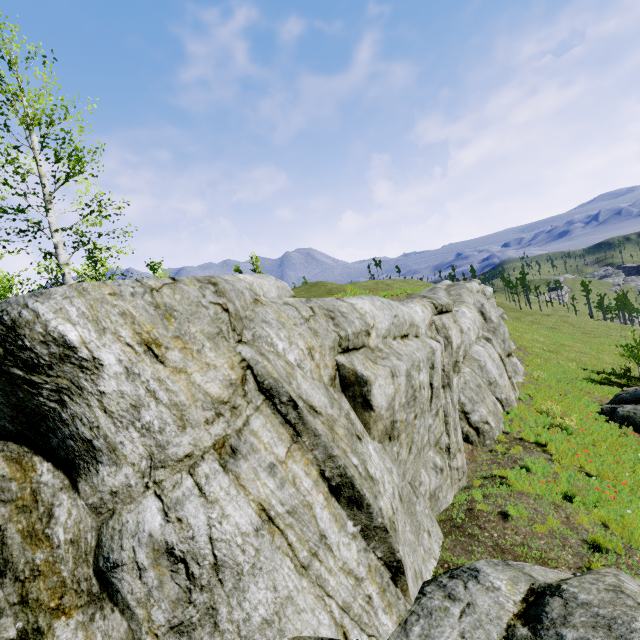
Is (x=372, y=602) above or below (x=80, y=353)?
below

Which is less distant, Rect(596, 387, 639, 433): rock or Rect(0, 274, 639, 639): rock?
Rect(0, 274, 639, 639): rock

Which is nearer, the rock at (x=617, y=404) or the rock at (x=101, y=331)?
the rock at (x=101, y=331)

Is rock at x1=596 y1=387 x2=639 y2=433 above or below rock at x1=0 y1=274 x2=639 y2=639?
below

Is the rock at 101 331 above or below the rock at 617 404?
above
